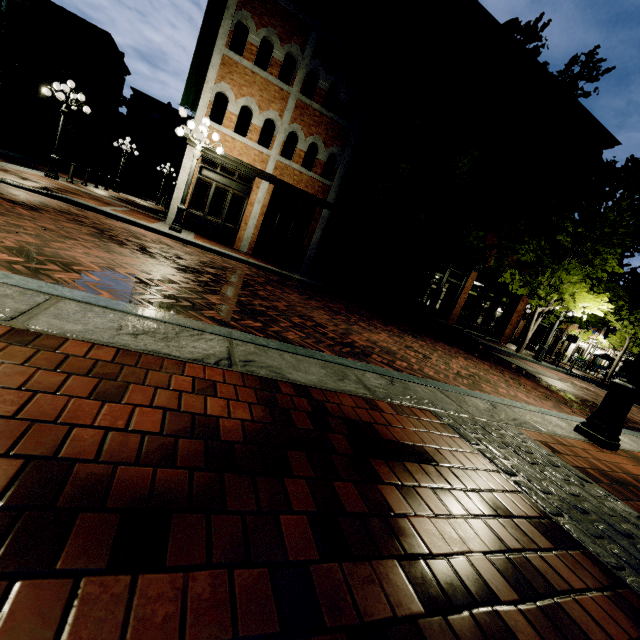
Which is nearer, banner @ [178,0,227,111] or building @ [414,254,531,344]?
banner @ [178,0,227,111]

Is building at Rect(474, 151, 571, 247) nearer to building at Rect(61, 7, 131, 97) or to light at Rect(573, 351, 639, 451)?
building at Rect(61, 7, 131, 97)

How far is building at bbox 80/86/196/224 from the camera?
12.8 meters

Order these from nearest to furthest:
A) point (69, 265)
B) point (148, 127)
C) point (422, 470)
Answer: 1. point (422, 470)
2. point (69, 265)
3. point (148, 127)

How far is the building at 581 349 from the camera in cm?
3556

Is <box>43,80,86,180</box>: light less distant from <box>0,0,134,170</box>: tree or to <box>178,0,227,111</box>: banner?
<box>178,0,227,111</box>: banner

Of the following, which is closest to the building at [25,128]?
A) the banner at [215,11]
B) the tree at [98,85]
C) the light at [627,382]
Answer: the tree at [98,85]
